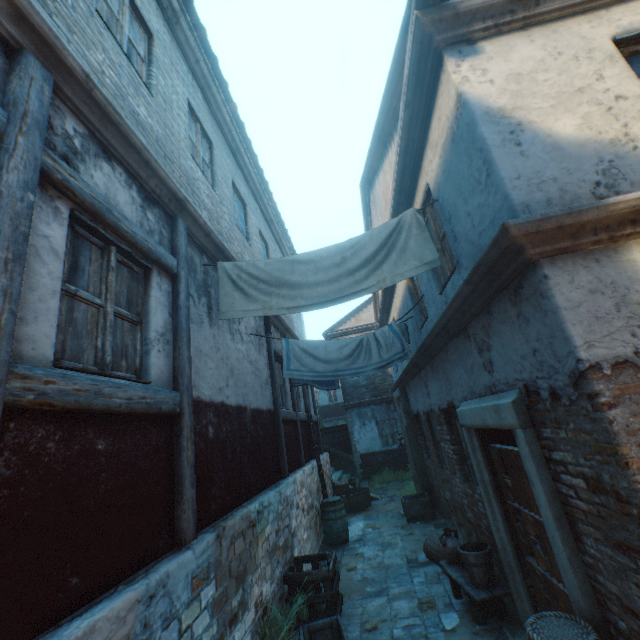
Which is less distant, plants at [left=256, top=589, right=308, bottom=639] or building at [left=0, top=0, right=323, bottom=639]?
building at [left=0, top=0, right=323, bottom=639]

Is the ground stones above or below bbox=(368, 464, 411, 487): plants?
below

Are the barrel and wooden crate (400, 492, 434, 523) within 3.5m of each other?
yes

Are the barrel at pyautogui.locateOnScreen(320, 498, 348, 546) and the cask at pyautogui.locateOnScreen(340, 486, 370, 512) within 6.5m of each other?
yes

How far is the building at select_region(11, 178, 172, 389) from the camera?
2.14m

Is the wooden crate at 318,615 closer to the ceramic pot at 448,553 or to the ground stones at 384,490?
the ceramic pot at 448,553

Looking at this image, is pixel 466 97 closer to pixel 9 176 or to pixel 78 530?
pixel 9 176

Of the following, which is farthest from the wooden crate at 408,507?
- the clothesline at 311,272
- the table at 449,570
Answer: the clothesline at 311,272
